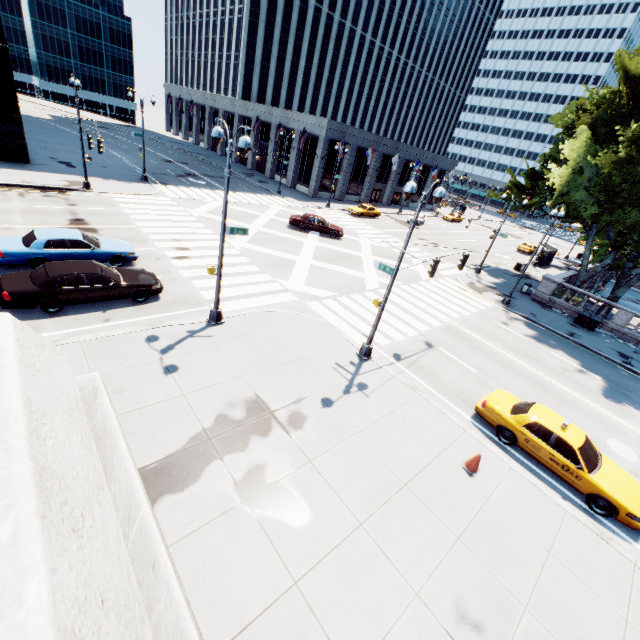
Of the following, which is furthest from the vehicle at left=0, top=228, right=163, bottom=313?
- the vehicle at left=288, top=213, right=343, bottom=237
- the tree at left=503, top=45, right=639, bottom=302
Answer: the tree at left=503, top=45, right=639, bottom=302

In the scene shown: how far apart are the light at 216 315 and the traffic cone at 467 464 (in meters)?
10.28

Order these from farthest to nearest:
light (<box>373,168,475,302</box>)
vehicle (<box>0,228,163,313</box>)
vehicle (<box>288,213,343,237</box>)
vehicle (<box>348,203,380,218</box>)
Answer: vehicle (<box>348,203,380,218</box>) → vehicle (<box>288,213,343,237</box>) → vehicle (<box>0,228,163,313</box>) → light (<box>373,168,475,302</box>)

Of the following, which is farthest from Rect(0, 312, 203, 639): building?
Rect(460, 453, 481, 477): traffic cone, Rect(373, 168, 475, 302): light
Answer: Rect(373, 168, 475, 302): light

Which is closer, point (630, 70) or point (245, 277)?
point (245, 277)

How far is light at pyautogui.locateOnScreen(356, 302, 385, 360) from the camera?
13.1 meters

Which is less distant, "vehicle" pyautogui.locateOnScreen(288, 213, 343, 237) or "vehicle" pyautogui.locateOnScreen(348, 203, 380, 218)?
"vehicle" pyautogui.locateOnScreen(288, 213, 343, 237)

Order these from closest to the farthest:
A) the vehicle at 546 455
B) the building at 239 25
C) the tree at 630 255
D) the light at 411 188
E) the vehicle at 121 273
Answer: the vehicle at 546 455
the light at 411 188
the vehicle at 121 273
the tree at 630 255
the building at 239 25
